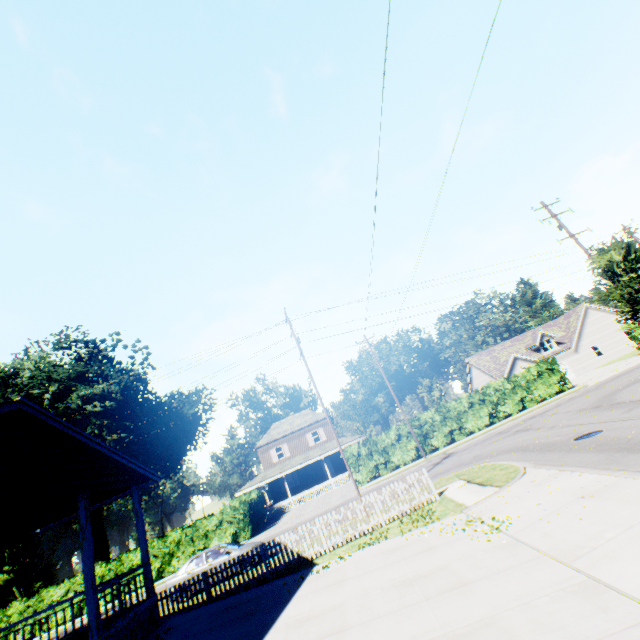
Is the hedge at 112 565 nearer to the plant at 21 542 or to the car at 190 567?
the car at 190 567

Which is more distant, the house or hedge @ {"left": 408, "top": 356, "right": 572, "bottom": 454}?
hedge @ {"left": 408, "top": 356, "right": 572, "bottom": 454}

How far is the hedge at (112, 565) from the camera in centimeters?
2623cm

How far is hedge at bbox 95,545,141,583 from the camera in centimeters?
2623cm

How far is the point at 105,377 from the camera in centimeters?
5097cm

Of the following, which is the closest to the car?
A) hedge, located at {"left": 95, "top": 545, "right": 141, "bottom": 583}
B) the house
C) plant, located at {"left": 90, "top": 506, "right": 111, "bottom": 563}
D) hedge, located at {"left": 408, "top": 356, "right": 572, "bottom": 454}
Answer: the house

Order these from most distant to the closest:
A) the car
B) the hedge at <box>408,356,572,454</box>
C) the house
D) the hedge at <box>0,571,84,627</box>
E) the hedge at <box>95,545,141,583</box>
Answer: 1. the hedge at <box>408,356,572,454</box>
2. the hedge at <box>95,545,141,583</box>
3. the hedge at <box>0,571,84,627</box>
4. the car
5. the house

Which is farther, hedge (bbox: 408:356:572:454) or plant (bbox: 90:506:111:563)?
plant (bbox: 90:506:111:563)
